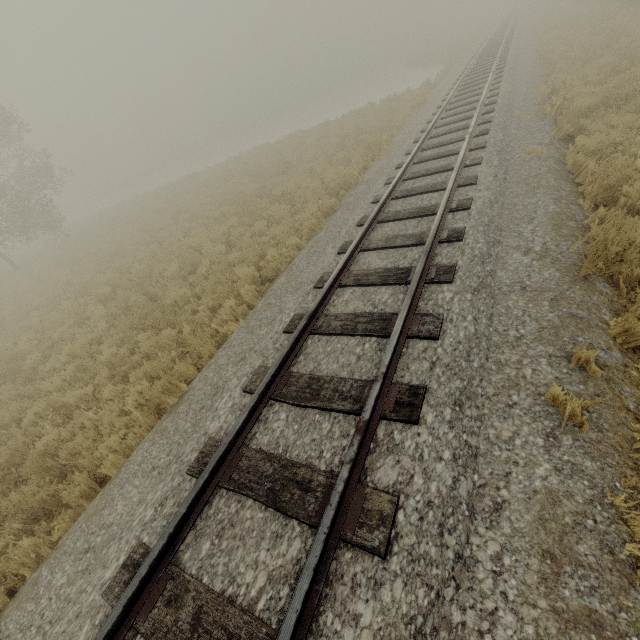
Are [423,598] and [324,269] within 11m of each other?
yes
